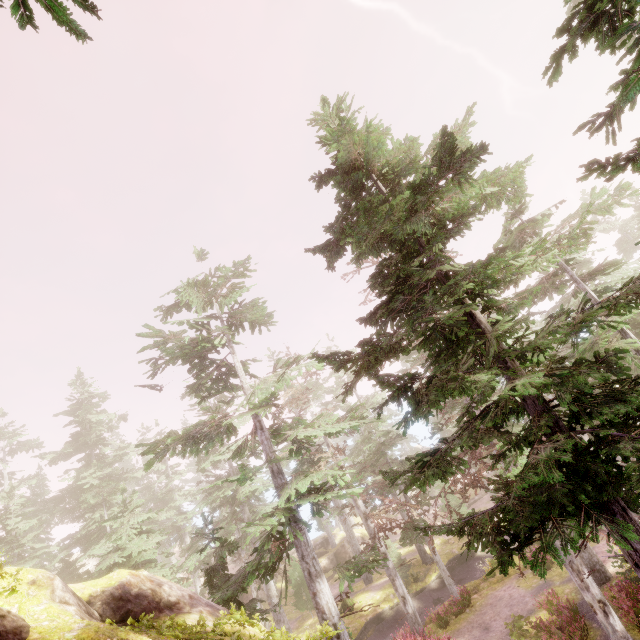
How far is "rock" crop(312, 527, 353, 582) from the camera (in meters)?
35.84

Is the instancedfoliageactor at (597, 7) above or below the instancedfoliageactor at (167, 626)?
above

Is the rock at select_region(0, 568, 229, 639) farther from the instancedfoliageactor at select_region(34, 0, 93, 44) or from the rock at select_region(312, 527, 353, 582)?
the rock at select_region(312, 527, 353, 582)

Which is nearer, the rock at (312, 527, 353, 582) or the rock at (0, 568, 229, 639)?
the rock at (0, 568, 229, 639)

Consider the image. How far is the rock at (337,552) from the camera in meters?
35.8 m

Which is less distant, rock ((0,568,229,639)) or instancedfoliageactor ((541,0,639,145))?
instancedfoliageactor ((541,0,639,145))

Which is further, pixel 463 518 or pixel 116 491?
pixel 116 491
